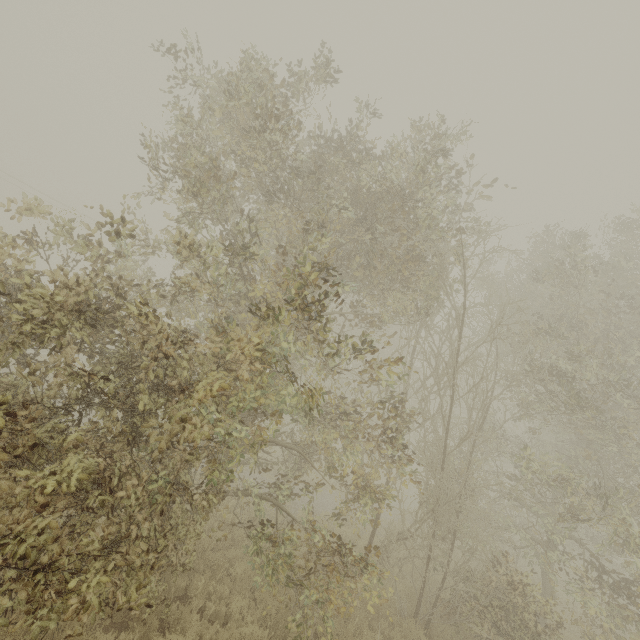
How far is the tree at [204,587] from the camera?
6.7m

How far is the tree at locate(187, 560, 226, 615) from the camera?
6.73m

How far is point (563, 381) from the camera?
8.6m
